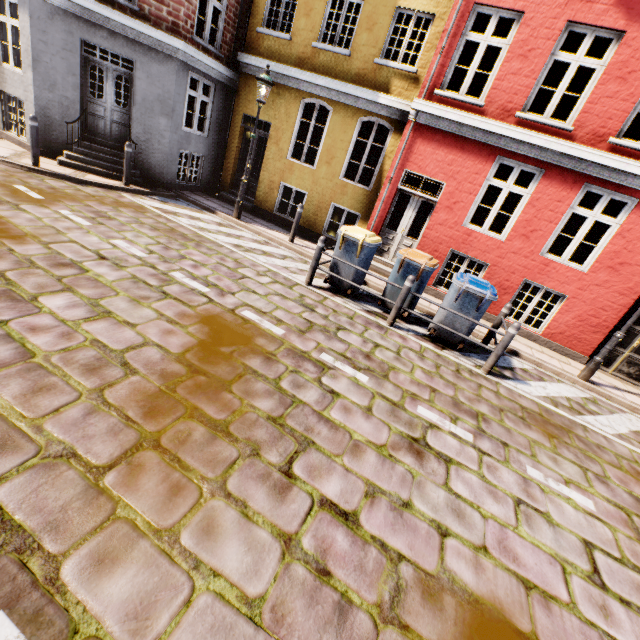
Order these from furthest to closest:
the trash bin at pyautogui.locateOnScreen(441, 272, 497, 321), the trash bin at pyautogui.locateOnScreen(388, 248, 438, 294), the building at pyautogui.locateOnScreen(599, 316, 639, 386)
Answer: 1. the building at pyautogui.locateOnScreen(599, 316, 639, 386)
2. the trash bin at pyautogui.locateOnScreen(388, 248, 438, 294)
3. the trash bin at pyautogui.locateOnScreen(441, 272, 497, 321)

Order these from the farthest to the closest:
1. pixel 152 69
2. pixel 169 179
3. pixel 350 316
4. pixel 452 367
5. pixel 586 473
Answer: pixel 169 179 < pixel 152 69 < pixel 350 316 < pixel 452 367 < pixel 586 473

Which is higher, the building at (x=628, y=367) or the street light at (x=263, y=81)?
the street light at (x=263, y=81)

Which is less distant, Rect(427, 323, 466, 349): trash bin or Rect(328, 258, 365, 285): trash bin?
Rect(427, 323, 466, 349): trash bin

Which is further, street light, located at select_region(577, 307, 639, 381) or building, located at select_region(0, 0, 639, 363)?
building, located at select_region(0, 0, 639, 363)

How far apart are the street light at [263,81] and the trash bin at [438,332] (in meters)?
6.48

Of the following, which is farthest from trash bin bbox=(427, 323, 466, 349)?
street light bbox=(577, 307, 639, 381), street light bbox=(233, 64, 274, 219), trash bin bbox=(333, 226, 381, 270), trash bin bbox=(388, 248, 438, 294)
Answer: street light bbox=(233, 64, 274, 219)

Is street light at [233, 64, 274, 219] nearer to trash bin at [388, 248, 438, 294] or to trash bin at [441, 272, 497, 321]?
trash bin at [388, 248, 438, 294]
